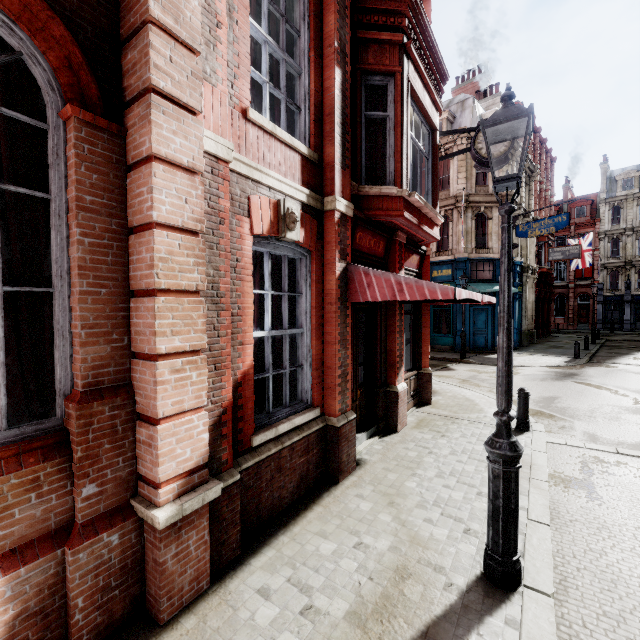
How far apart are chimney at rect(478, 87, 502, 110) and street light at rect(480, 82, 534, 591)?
29.7m

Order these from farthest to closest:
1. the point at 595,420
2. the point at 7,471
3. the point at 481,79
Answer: the point at 481,79 → the point at 595,420 → the point at 7,471

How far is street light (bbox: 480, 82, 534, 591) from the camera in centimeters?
305cm

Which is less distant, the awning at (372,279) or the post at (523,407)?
the awning at (372,279)

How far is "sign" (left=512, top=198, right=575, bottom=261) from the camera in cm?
1724

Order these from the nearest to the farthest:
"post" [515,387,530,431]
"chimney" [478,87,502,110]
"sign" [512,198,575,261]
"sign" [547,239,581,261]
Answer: "post" [515,387,530,431], "sign" [512,198,575,261], "sign" [547,239,581,261], "chimney" [478,87,502,110]

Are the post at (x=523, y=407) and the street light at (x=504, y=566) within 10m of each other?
yes

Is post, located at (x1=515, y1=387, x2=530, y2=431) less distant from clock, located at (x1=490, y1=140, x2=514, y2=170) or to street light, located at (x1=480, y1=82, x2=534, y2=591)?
street light, located at (x1=480, y1=82, x2=534, y2=591)
